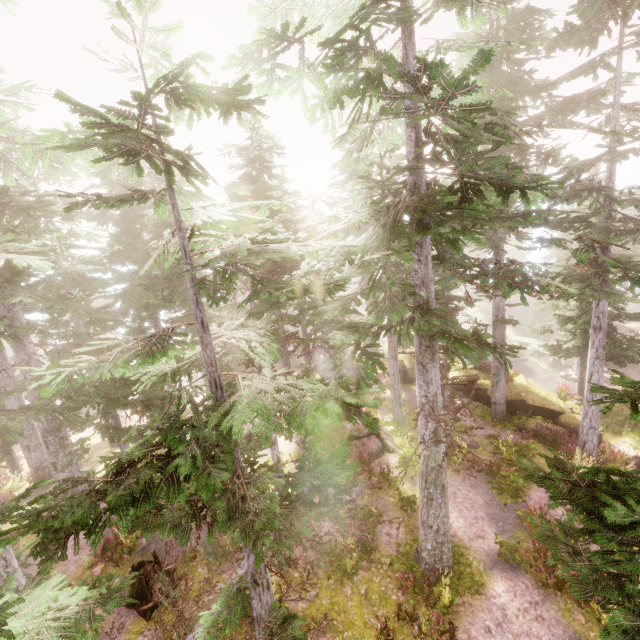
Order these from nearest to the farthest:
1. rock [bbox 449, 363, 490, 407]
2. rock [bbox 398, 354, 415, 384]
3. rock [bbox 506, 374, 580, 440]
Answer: rock [bbox 506, 374, 580, 440]
rock [bbox 449, 363, 490, 407]
rock [bbox 398, 354, 415, 384]

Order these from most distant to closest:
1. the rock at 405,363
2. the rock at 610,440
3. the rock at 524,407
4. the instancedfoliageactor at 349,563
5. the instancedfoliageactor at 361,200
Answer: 1. the rock at 405,363
2. the rock at 524,407
3. the rock at 610,440
4. the instancedfoliageactor at 349,563
5. the instancedfoliageactor at 361,200

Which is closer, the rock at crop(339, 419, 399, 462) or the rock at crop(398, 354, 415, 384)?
the rock at crop(339, 419, 399, 462)

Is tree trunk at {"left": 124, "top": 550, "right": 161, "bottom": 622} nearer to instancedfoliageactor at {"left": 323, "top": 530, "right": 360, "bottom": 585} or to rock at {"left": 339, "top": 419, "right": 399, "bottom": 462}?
instancedfoliageactor at {"left": 323, "top": 530, "right": 360, "bottom": 585}

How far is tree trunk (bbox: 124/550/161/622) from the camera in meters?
10.7

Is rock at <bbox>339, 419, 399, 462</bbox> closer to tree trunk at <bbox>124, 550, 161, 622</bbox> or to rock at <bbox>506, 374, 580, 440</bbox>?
rock at <bbox>506, 374, 580, 440</bbox>

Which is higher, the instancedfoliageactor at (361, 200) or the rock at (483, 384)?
the instancedfoliageactor at (361, 200)

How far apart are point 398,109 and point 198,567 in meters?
17.5 m
